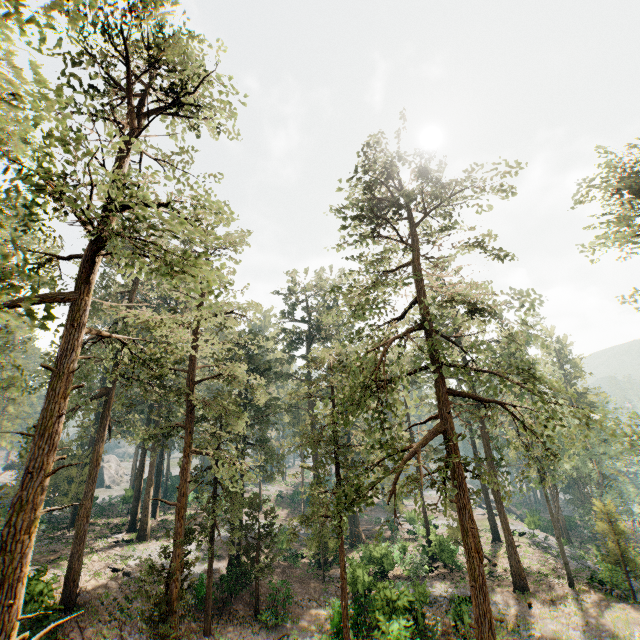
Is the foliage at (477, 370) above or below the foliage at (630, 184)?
below

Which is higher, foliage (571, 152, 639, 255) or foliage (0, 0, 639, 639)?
foliage (571, 152, 639, 255)

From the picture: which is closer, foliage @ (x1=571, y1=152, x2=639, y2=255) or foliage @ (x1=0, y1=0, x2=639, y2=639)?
foliage @ (x1=0, y1=0, x2=639, y2=639)

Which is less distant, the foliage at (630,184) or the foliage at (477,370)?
the foliage at (477,370)

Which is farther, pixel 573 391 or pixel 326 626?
pixel 573 391
